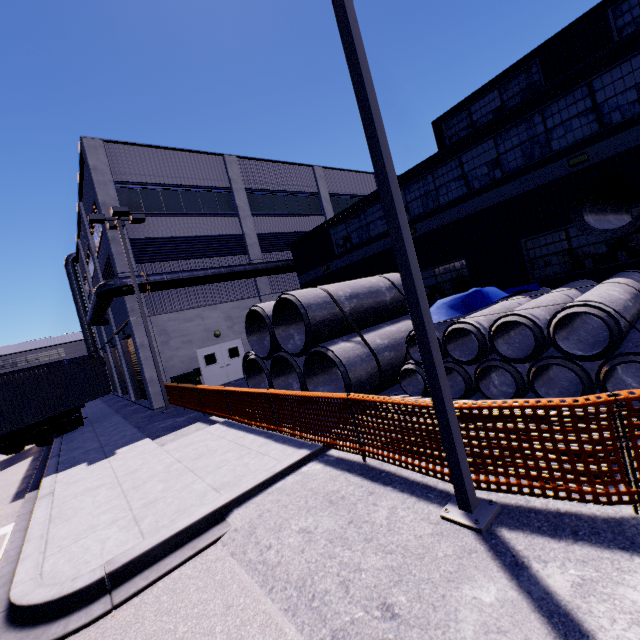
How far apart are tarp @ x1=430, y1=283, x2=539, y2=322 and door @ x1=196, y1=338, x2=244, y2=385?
14.6 meters

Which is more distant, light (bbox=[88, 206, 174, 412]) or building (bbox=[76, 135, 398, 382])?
building (bbox=[76, 135, 398, 382])

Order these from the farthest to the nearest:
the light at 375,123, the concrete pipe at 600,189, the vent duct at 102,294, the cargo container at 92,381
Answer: the vent duct at 102,294, the cargo container at 92,381, the concrete pipe at 600,189, the light at 375,123

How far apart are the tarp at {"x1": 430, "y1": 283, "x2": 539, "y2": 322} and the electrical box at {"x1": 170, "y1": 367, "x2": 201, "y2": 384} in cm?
1332

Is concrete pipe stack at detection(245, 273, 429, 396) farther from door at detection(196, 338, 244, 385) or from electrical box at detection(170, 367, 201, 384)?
door at detection(196, 338, 244, 385)

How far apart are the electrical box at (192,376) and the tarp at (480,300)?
13.3m

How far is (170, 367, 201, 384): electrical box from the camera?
17.1 meters

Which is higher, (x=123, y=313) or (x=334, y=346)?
(x=123, y=313)
